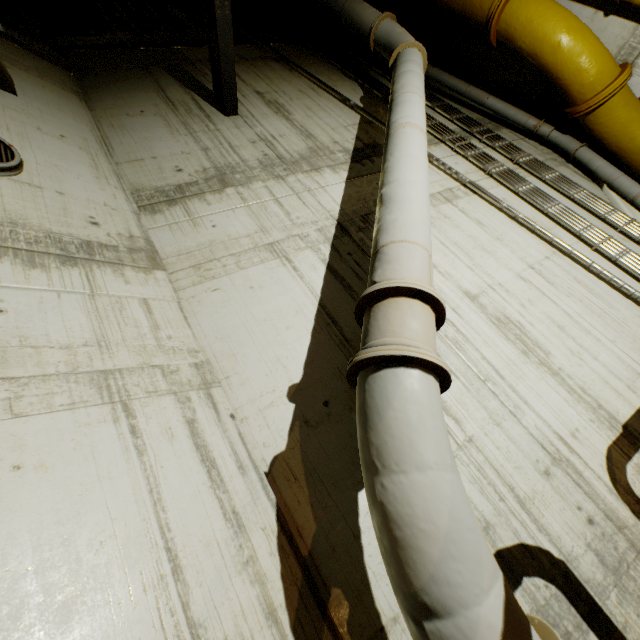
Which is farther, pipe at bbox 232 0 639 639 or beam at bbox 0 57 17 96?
beam at bbox 0 57 17 96

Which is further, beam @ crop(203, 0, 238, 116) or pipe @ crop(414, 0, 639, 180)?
pipe @ crop(414, 0, 639, 180)

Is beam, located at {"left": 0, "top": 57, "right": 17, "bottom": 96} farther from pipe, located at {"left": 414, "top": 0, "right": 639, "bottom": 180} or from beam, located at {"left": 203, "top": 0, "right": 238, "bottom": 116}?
beam, located at {"left": 203, "top": 0, "right": 238, "bottom": 116}

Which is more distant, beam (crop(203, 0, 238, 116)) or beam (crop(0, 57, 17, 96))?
beam (crop(203, 0, 238, 116))

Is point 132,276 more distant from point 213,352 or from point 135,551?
point 135,551

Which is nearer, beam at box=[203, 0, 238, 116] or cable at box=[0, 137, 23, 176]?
cable at box=[0, 137, 23, 176]

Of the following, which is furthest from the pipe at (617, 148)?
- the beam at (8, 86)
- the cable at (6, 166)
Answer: the cable at (6, 166)

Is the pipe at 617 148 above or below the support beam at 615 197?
above
